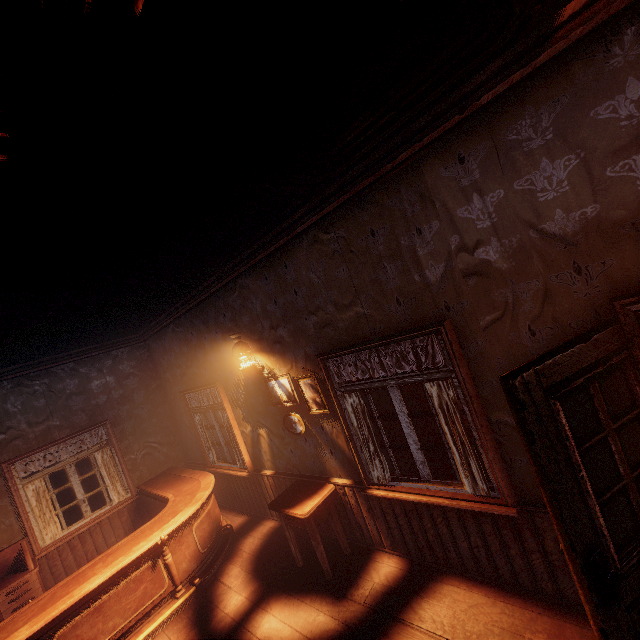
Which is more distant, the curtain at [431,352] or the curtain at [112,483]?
the curtain at [112,483]

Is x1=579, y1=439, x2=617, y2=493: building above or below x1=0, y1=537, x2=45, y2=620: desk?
above

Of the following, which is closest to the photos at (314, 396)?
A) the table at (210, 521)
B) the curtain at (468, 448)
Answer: the curtain at (468, 448)

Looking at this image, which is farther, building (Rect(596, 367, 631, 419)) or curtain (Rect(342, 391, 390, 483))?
curtain (Rect(342, 391, 390, 483))

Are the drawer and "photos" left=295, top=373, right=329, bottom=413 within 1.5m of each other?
yes

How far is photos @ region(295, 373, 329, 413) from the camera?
3.8 meters

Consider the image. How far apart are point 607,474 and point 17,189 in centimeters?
392cm

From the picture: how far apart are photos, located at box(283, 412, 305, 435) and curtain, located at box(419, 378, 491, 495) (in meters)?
1.87
